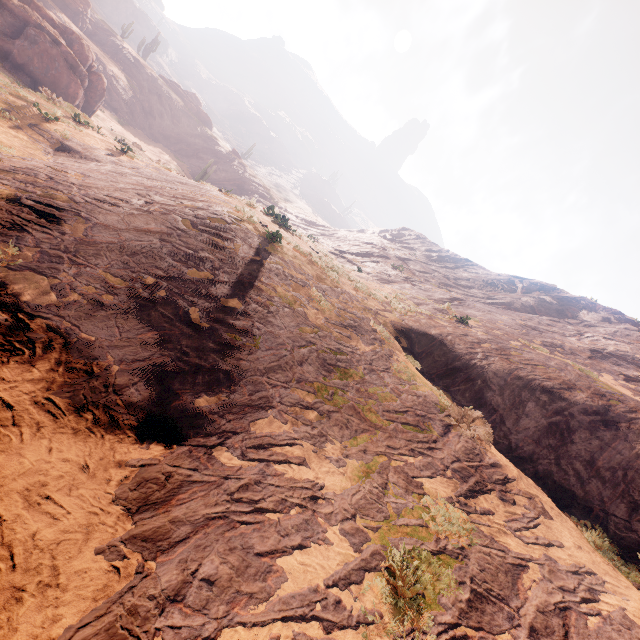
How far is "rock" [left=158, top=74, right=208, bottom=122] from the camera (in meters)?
57.22

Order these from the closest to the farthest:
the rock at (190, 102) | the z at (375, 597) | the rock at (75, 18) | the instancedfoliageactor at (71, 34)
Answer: the z at (375, 597) < the instancedfoliageactor at (71, 34) < the rock at (75, 18) < the rock at (190, 102)

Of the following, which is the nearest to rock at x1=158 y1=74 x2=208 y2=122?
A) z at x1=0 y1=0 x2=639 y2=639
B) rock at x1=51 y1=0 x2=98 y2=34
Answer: rock at x1=51 y1=0 x2=98 y2=34

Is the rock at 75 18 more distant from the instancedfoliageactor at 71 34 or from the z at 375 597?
the z at 375 597

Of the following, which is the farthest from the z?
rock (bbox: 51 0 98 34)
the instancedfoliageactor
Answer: rock (bbox: 51 0 98 34)

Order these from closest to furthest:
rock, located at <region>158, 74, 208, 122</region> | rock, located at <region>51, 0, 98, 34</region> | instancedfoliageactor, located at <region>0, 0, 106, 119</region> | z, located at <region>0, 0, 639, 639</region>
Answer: z, located at <region>0, 0, 639, 639</region> → instancedfoliageactor, located at <region>0, 0, 106, 119</region> → rock, located at <region>51, 0, 98, 34</region> → rock, located at <region>158, 74, 208, 122</region>

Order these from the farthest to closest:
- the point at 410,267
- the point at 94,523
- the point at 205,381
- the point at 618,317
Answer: the point at 410,267, the point at 618,317, the point at 205,381, the point at 94,523

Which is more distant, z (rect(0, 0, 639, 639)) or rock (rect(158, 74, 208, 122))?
rock (rect(158, 74, 208, 122))
